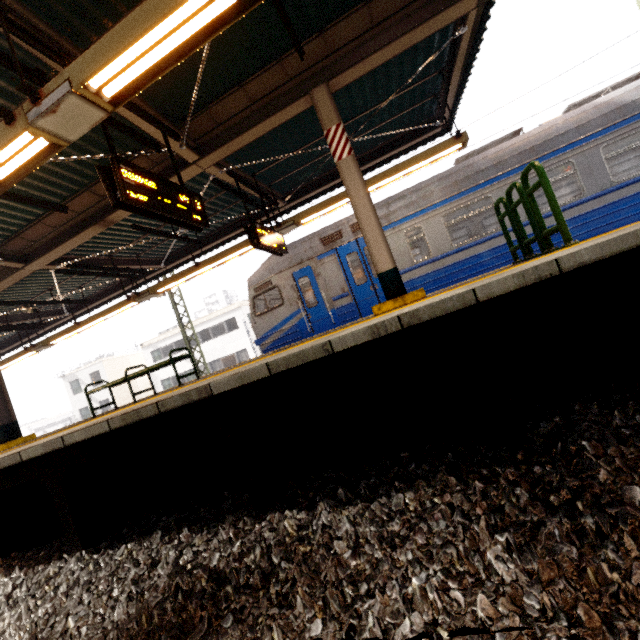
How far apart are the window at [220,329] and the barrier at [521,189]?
26.7 meters

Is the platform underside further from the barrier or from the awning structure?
the awning structure

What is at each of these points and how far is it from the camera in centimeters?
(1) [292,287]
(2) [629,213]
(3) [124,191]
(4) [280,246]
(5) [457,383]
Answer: (1) train, 918cm
(2) train, 691cm
(3) sign, 349cm
(4) sign, 763cm
(5) platform underside, 271cm

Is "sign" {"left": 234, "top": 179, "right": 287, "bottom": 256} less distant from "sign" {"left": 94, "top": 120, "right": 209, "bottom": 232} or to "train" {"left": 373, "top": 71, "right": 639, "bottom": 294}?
"train" {"left": 373, "top": 71, "right": 639, "bottom": 294}

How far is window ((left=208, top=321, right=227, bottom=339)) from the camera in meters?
29.0 m

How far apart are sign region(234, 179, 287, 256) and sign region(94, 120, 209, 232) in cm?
168

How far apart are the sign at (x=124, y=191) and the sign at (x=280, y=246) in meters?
1.7 m

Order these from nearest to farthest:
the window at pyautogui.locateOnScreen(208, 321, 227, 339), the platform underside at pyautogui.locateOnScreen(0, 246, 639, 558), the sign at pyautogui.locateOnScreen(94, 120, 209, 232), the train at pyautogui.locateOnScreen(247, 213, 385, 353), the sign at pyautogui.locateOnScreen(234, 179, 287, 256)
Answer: the platform underside at pyautogui.locateOnScreen(0, 246, 639, 558)
the sign at pyautogui.locateOnScreen(94, 120, 209, 232)
the sign at pyautogui.locateOnScreen(234, 179, 287, 256)
the train at pyautogui.locateOnScreen(247, 213, 385, 353)
the window at pyautogui.locateOnScreen(208, 321, 227, 339)
